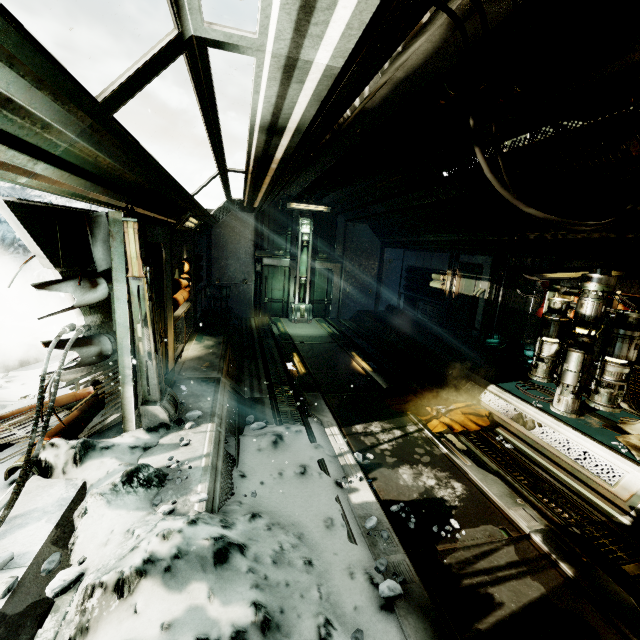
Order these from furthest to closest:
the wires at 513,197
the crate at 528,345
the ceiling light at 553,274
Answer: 1. the crate at 528,345
2. the ceiling light at 553,274
3. the wires at 513,197

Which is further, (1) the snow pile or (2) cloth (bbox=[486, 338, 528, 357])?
(2) cloth (bbox=[486, 338, 528, 357])

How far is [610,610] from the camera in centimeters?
278cm

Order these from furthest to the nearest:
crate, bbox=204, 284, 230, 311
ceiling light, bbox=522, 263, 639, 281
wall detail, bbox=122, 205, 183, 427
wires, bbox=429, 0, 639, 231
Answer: crate, bbox=204, 284, 230, 311, ceiling light, bbox=522, 263, 639, 281, wall detail, bbox=122, 205, 183, 427, wires, bbox=429, 0, 639, 231

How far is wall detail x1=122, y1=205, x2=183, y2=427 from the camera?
3.4 meters

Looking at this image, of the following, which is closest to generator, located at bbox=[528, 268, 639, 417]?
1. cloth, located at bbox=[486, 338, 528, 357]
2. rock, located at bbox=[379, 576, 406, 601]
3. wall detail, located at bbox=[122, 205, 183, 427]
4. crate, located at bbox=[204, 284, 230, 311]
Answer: cloth, located at bbox=[486, 338, 528, 357]

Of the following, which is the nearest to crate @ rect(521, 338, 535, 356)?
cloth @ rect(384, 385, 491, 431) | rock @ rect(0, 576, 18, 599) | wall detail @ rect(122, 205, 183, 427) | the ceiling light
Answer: the ceiling light

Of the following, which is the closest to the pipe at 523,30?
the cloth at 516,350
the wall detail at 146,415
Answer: the wall detail at 146,415
